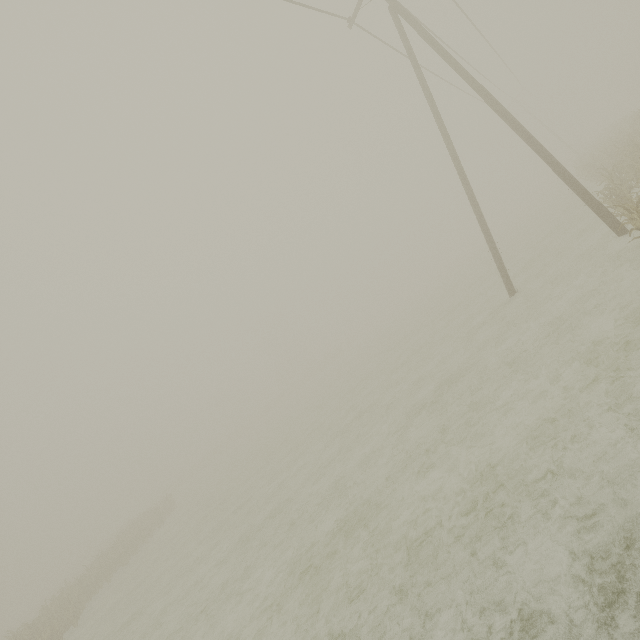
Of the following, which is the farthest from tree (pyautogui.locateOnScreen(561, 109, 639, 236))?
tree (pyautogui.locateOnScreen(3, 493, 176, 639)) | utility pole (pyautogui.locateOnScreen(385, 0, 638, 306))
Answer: tree (pyautogui.locateOnScreen(3, 493, 176, 639))

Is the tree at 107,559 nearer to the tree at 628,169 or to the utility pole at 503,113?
the utility pole at 503,113

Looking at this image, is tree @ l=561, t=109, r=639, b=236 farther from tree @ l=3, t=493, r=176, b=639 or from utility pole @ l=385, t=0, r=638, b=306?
tree @ l=3, t=493, r=176, b=639

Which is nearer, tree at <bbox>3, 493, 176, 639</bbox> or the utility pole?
the utility pole

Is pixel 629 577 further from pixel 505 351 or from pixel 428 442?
pixel 505 351

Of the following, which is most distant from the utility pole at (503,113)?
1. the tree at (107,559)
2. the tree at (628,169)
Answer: the tree at (107,559)

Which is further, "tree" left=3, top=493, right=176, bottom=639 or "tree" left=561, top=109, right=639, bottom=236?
"tree" left=3, top=493, right=176, bottom=639
